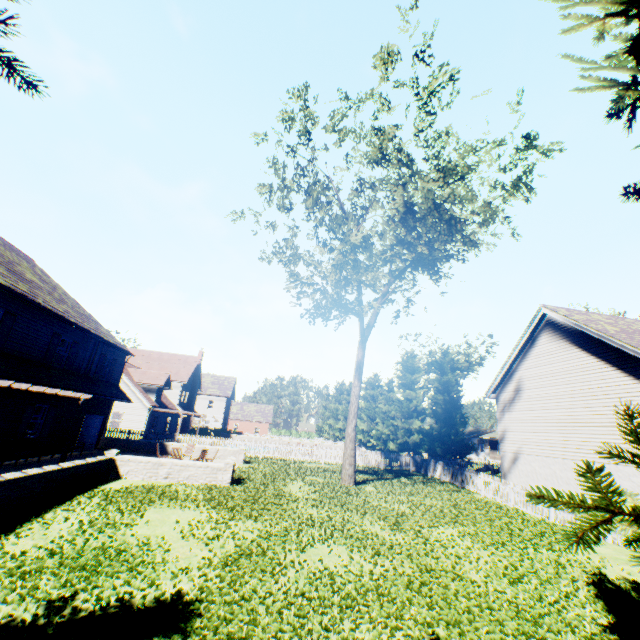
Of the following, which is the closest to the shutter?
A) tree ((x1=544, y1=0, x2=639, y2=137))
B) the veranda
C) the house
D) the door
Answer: the veranda

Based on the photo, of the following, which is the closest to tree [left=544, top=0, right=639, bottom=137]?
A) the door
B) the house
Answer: the house

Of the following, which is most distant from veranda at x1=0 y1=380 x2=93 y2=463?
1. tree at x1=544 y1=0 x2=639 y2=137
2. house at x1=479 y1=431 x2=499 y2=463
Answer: house at x1=479 y1=431 x2=499 y2=463

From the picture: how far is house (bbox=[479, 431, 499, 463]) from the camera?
51.88m

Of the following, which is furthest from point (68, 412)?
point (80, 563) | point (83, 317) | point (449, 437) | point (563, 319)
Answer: point (449, 437)

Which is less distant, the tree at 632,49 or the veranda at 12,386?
the tree at 632,49

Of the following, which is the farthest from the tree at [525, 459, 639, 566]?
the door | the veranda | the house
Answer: the door

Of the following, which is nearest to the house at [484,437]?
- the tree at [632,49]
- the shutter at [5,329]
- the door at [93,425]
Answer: the tree at [632,49]
